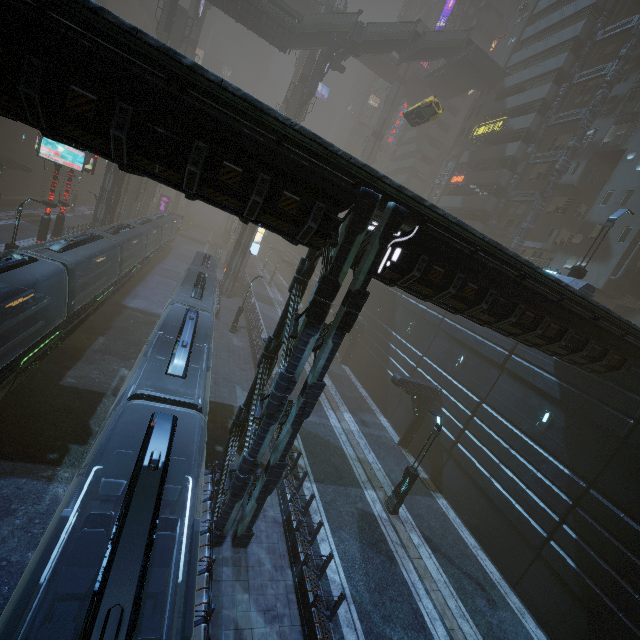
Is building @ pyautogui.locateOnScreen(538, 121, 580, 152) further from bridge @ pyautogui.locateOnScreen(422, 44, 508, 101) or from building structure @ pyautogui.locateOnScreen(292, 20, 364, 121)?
A: bridge @ pyautogui.locateOnScreen(422, 44, 508, 101)

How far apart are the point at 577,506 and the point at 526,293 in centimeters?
1025cm

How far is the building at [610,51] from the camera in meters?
30.8

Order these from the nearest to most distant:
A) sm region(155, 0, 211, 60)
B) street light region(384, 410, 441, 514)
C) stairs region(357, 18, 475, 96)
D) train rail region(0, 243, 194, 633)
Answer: train rail region(0, 243, 194, 633) → street light region(384, 410, 441, 514) → sm region(155, 0, 211, 60) → stairs region(357, 18, 475, 96)

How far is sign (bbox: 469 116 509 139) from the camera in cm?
3722

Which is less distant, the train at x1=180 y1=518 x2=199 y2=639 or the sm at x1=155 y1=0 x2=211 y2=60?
the train at x1=180 y1=518 x2=199 y2=639

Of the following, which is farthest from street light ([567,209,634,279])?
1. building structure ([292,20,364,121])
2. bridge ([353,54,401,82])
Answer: bridge ([353,54,401,82])
